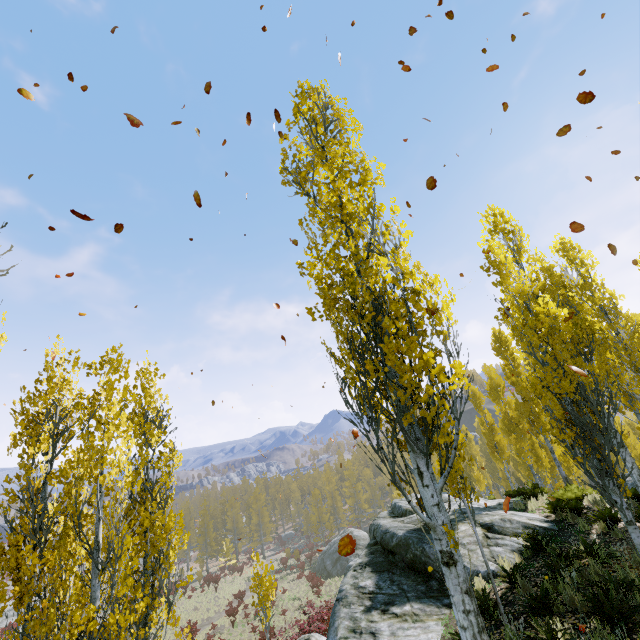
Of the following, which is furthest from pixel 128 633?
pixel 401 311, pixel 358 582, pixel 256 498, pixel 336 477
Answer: pixel 256 498

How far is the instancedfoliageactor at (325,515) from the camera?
50.66m

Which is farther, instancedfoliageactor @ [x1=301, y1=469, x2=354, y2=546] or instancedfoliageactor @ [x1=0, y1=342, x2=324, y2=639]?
instancedfoliageactor @ [x1=301, y1=469, x2=354, y2=546]

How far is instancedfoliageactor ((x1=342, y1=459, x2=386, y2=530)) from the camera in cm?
5219

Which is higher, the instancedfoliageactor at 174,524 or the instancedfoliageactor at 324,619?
the instancedfoliageactor at 174,524

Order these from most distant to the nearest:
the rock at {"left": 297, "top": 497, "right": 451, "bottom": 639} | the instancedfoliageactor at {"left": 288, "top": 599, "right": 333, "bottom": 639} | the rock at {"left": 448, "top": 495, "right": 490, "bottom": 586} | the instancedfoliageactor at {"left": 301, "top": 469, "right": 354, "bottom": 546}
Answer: the instancedfoliageactor at {"left": 301, "top": 469, "right": 354, "bottom": 546} → the instancedfoliageactor at {"left": 288, "top": 599, "right": 333, "bottom": 639} → the rock at {"left": 448, "top": 495, "right": 490, "bottom": 586} → the rock at {"left": 297, "top": 497, "right": 451, "bottom": 639}

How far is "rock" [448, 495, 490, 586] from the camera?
8.6m
